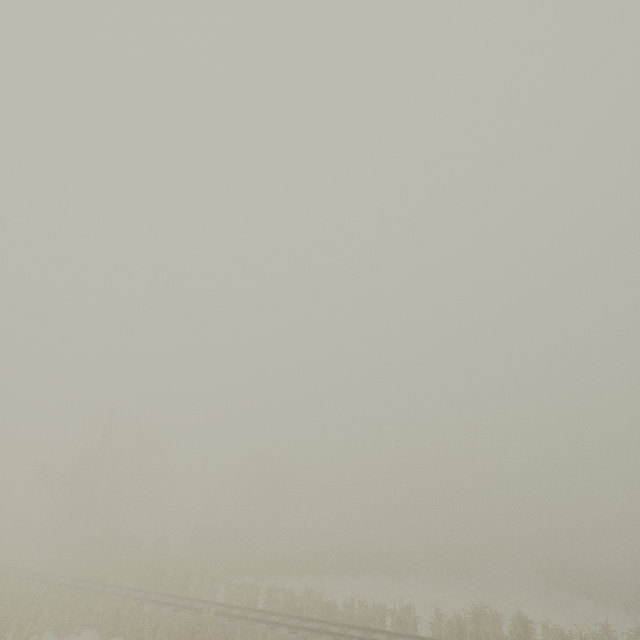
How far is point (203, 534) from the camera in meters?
39.6

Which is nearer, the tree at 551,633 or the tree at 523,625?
the tree at 551,633

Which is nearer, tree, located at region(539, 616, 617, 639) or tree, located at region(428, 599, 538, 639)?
tree, located at region(539, 616, 617, 639)
